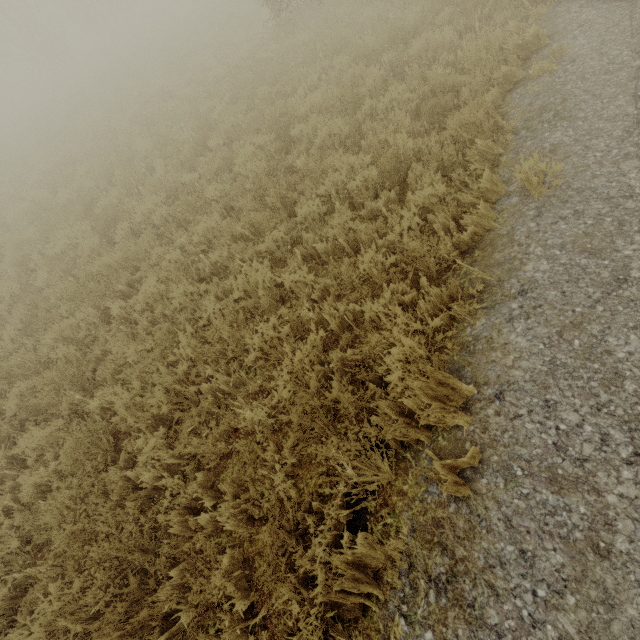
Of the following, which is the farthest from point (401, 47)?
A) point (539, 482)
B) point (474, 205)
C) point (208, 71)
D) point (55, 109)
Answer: point (55, 109)
